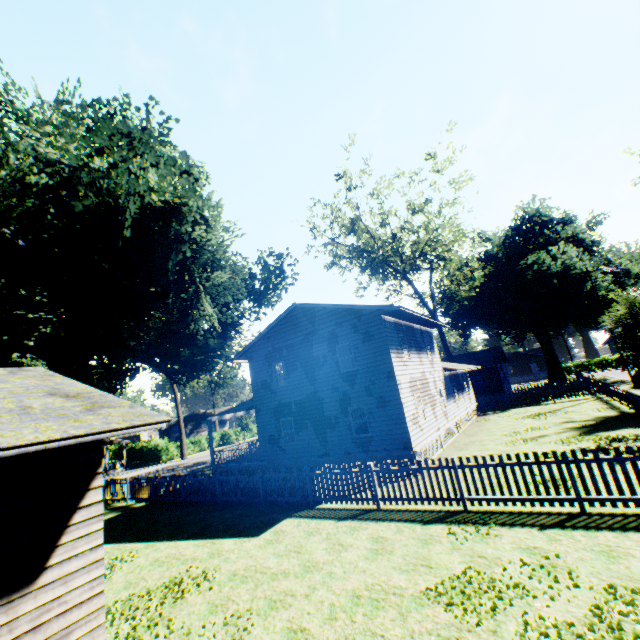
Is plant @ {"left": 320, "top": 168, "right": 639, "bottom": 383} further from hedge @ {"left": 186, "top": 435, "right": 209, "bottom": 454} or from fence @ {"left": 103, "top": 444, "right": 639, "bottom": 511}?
hedge @ {"left": 186, "top": 435, "right": 209, "bottom": 454}

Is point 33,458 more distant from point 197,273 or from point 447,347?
point 447,347

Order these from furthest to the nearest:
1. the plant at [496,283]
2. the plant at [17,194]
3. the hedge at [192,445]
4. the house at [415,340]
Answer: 1. the hedge at [192,445]
2. the plant at [496,283]
3. the house at [415,340]
4. the plant at [17,194]

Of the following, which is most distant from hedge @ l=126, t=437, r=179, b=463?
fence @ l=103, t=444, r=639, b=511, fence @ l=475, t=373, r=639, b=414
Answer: fence @ l=103, t=444, r=639, b=511

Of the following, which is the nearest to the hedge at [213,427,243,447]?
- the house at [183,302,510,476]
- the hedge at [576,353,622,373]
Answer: the house at [183,302,510,476]

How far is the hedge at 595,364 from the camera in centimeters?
5597cm

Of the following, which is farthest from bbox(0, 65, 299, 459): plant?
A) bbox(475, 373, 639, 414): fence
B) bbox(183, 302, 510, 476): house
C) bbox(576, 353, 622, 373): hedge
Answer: bbox(576, 353, 622, 373): hedge

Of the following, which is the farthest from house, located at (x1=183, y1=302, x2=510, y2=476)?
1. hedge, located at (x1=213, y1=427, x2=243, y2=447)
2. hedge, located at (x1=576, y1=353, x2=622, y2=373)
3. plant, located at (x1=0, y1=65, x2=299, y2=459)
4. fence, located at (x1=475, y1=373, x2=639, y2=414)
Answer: hedge, located at (x1=576, y1=353, x2=622, y2=373)
